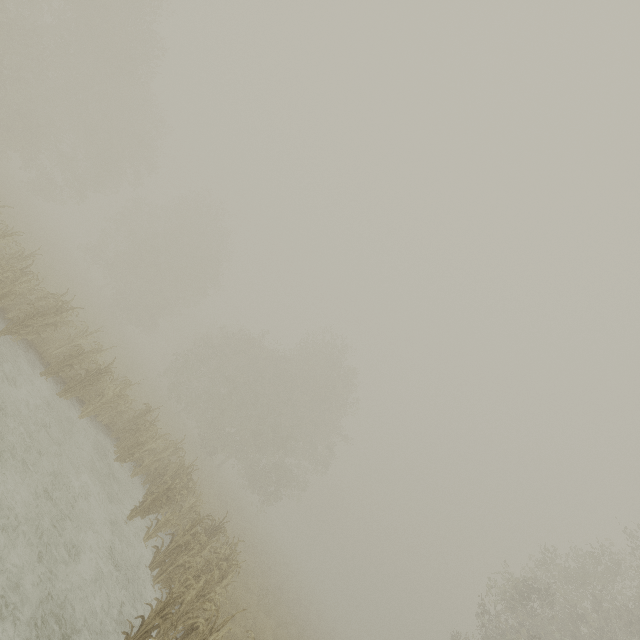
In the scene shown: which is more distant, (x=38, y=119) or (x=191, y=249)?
(x=191, y=249)
